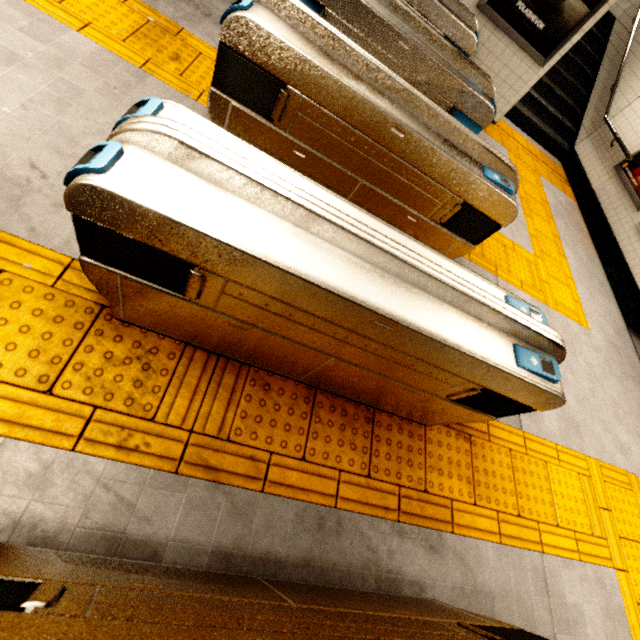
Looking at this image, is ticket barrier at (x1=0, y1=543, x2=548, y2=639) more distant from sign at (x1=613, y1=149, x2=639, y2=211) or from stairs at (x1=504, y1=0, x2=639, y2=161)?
stairs at (x1=504, y1=0, x2=639, y2=161)

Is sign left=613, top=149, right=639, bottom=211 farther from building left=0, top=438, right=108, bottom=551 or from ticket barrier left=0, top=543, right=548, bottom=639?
building left=0, top=438, right=108, bottom=551

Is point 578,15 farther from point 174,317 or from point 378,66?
point 174,317

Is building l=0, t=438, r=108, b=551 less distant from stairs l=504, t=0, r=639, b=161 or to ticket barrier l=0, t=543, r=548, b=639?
ticket barrier l=0, t=543, r=548, b=639

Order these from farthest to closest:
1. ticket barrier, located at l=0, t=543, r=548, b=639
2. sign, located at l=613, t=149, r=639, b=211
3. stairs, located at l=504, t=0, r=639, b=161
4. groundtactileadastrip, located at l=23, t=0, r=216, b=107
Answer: stairs, located at l=504, t=0, r=639, b=161
sign, located at l=613, t=149, r=639, b=211
groundtactileadastrip, located at l=23, t=0, r=216, b=107
ticket barrier, located at l=0, t=543, r=548, b=639

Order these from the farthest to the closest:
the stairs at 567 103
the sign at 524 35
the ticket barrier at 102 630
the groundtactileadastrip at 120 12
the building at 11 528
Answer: the stairs at 567 103
the sign at 524 35
the groundtactileadastrip at 120 12
the building at 11 528
the ticket barrier at 102 630

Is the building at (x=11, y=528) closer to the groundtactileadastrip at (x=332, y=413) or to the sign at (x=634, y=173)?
the groundtactileadastrip at (x=332, y=413)

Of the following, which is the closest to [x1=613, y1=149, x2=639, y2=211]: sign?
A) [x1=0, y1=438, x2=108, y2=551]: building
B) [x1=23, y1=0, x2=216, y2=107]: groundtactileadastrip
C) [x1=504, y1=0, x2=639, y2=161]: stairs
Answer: [x1=23, y1=0, x2=216, y2=107]: groundtactileadastrip
